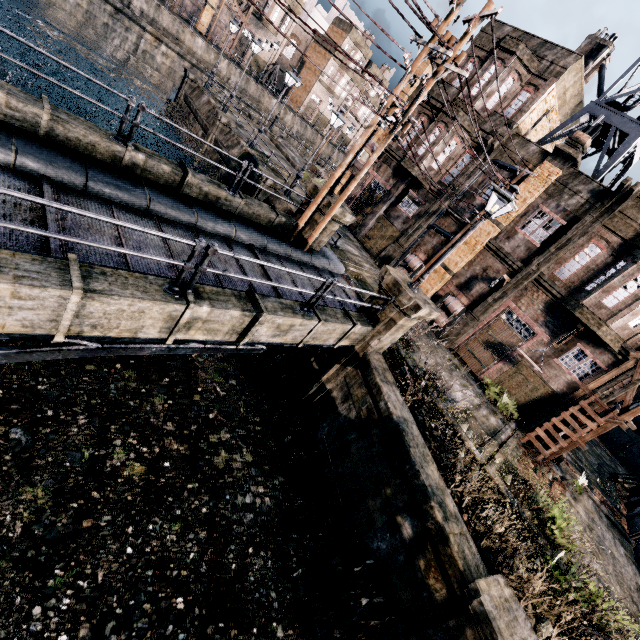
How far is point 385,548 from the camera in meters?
9.2 m

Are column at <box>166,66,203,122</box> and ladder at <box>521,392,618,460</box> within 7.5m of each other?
no

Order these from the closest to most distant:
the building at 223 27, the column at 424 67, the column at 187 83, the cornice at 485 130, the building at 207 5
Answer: the cornice at 485 130 → the column at 424 67 → the column at 187 83 → the building at 207 5 → the building at 223 27

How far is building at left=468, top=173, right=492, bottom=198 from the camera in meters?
21.0 m

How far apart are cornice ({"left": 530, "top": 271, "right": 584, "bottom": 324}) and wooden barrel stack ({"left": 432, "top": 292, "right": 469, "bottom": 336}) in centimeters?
386cm

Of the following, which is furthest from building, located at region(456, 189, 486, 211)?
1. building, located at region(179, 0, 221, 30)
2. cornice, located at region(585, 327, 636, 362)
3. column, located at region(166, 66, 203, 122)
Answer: building, located at region(179, 0, 221, 30)

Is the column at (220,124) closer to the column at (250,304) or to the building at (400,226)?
the building at (400,226)
